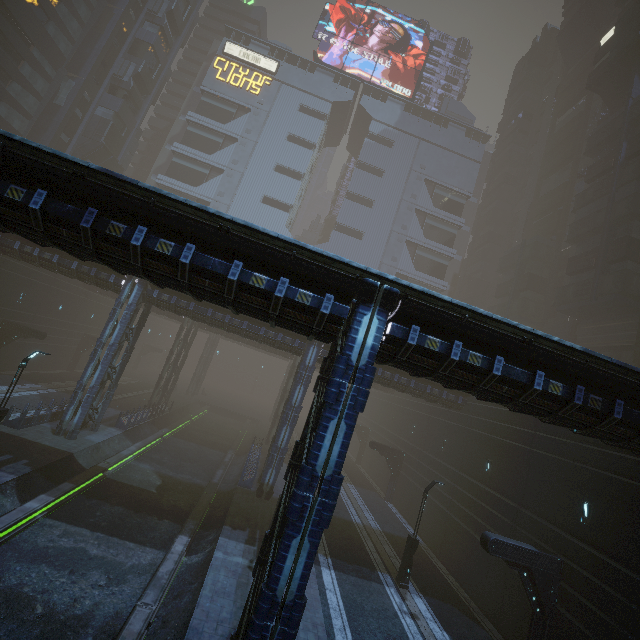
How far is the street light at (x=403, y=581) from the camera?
16.97m

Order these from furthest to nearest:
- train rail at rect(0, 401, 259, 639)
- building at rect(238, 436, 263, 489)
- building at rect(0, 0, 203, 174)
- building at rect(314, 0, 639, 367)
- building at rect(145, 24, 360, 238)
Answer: building at rect(145, 24, 360, 238)
building at rect(0, 0, 203, 174)
building at rect(314, 0, 639, 367)
building at rect(238, 436, 263, 489)
train rail at rect(0, 401, 259, 639)

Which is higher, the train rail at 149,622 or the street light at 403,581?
the street light at 403,581

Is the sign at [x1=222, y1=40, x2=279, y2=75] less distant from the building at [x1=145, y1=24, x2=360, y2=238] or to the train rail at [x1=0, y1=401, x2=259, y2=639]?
the building at [x1=145, y1=24, x2=360, y2=238]

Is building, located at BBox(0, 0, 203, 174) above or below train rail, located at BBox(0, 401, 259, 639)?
above

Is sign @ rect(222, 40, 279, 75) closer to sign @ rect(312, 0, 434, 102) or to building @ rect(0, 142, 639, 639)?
building @ rect(0, 142, 639, 639)

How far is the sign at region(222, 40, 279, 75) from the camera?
54.0m

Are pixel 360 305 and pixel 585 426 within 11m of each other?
yes
